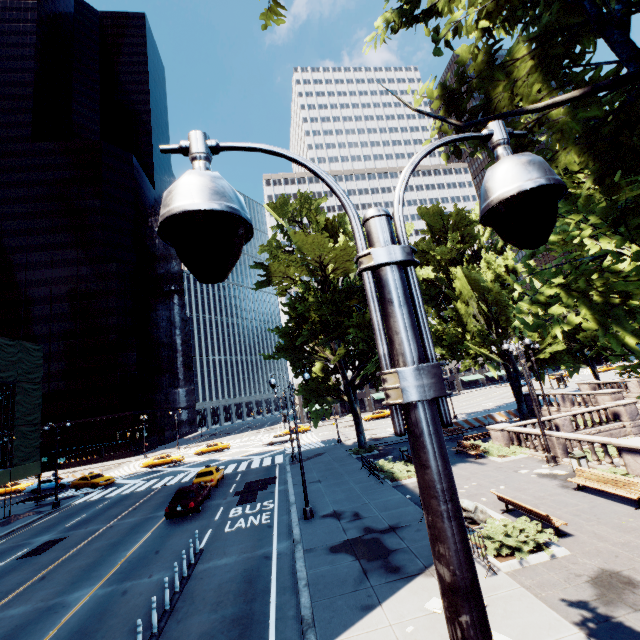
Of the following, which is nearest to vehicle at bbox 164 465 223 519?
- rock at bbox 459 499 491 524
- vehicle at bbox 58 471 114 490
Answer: rock at bbox 459 499 491 524

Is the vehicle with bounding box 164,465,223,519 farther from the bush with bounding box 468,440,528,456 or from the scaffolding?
the bush with bounding box 468,440,528,456

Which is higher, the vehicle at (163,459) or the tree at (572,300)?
the tree at (572,300)

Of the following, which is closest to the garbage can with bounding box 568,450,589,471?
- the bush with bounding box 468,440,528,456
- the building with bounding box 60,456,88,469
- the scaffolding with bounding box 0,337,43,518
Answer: the bush with bounding box 468,440,528,456

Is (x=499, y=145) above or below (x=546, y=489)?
above

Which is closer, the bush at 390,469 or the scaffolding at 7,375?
the bush at 390,469

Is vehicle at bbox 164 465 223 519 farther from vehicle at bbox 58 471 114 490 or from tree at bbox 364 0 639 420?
vehicle at bbox 58 471 114 490

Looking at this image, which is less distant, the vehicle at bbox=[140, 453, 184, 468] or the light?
the light
